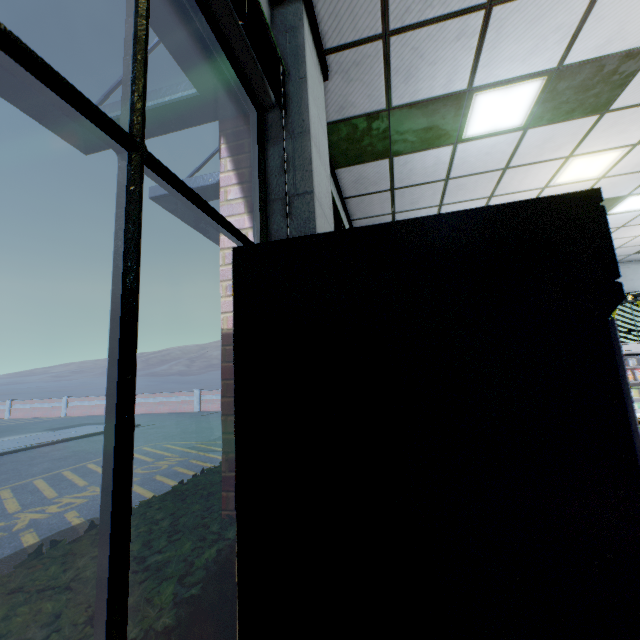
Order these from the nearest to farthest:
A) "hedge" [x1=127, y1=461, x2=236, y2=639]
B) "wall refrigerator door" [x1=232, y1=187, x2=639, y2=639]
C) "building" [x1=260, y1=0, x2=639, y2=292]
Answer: "wall refrigerator door" [x1=232, y1=187, x2=639, y2=639]
"hedge" [x1=127, y1=461, x2=236, y2=639]
"building" [x1=260, y1=0, x2=639, y2=292]

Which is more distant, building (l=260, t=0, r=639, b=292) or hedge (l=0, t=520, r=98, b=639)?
building (l=260, t=0, r=639, b=292)

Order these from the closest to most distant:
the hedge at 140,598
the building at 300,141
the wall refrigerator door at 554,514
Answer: the wall refrigerator door at 554,514 < the hedge at 140,598 < the building at 300,141

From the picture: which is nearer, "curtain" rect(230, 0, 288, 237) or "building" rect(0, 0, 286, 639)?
"building" rect(0, 0, 286, 639)

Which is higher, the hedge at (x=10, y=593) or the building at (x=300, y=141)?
the building at (x=300, y=141)

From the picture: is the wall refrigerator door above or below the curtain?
below

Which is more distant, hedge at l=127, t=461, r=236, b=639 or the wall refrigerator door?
hedge at l=127, t=461, r=236, b=639

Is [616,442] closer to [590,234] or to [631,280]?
[590,234]
